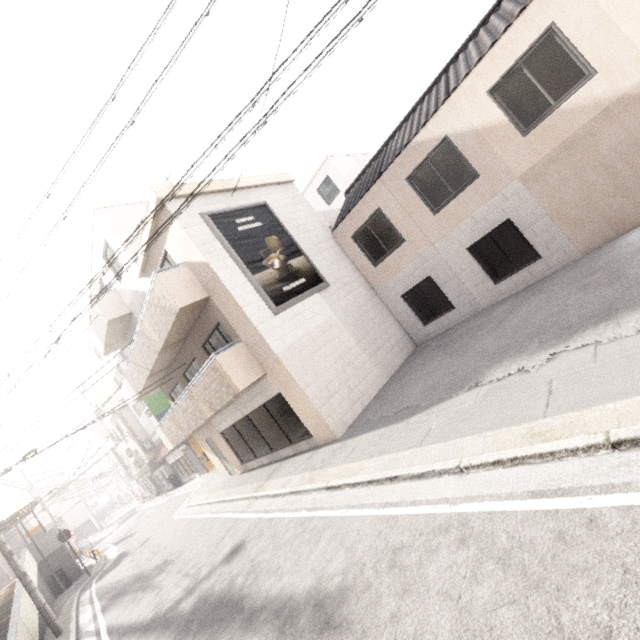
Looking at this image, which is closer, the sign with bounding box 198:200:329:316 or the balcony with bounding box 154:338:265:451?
the balcony with bounding box 154:338:265:451

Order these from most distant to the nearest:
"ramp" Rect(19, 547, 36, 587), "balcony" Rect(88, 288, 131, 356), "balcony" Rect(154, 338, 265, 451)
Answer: "ramp" Rect(19, 547, 36, 587)
"balcony" Rect(88, 288, 131, 356)
"balcony" Rect(154, 338, 265, 451)

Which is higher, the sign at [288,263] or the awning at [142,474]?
the sign at [288,263]

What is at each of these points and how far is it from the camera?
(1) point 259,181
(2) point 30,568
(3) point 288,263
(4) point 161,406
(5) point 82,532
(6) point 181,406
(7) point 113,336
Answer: (1) roof trim, 12.3 meters
(2) ramp, 16.3 meters
(3) sign, 11.1 meters
(4) sign, 19.7 meters
(5) rolling shutter, 40.8 meters
(6) balcony, 12.5 meters
(7) balcony, 15.3 meters

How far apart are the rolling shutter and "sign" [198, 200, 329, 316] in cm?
4979

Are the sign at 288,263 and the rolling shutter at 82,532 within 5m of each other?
no

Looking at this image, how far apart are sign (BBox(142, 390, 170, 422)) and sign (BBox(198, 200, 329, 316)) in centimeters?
1392cm

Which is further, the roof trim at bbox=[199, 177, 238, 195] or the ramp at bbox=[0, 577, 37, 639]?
the roof trim at bbox=[199, 177, 238, 195]
